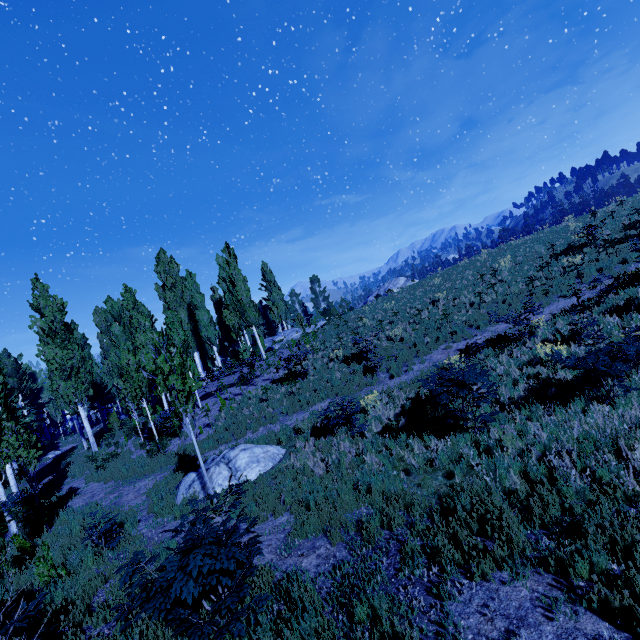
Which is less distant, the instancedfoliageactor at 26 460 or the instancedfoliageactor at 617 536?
the instancedfoliageactor at 617 536

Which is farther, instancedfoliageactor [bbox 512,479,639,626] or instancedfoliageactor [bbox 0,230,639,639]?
instancedfoliageactor [bbox 0,230,639,639]

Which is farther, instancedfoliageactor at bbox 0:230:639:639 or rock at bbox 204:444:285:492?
rock at bbox 204:444:285:492

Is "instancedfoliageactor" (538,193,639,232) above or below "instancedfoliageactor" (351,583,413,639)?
above

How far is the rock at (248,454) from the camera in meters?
9.7 m

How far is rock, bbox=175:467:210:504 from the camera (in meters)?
9.73

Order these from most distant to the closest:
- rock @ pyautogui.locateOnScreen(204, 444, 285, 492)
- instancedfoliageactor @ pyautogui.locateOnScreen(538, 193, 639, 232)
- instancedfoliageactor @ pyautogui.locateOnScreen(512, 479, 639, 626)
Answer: instancedfoliageactor @ pyautogui.locateOnScreen(538, 193, 639, 232) < rock @ pyautogui.locateOnScreen(204, 444, 285, 492) < instancedfoliageactor @ pyautogui.locateOnScreen(512, 479, 639, 626)

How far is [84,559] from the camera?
7.5m
